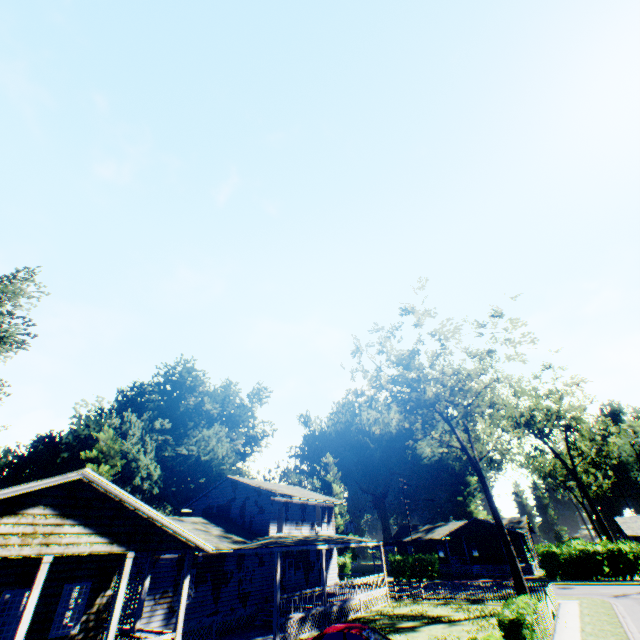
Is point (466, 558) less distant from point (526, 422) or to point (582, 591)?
point (526, 422)

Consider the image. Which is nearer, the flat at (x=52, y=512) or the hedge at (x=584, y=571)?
the flat at (x=52, y=512)

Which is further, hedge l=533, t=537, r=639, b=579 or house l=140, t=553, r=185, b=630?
hedge l=533, t=537, r=639, b=579

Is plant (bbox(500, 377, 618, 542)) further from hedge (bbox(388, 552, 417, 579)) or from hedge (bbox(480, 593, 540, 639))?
hedge (bbox(480, 593, 540, 639))

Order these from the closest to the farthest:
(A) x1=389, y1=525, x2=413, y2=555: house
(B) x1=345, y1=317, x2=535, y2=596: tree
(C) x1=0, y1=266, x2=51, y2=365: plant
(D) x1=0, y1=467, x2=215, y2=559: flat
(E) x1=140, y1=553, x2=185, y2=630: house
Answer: (D) x1=0, y1=467, x2=215, y2=559: flat, (E) x1=140, y1=553, x2=185, y2=630: house, (B) x1=345, y1=317, x2=535, y2=596: tree, (C) x1=0, y1=266, x2=51, y2=365: plant, (A) x1=389, y1=525, x2=413, y2=555: house

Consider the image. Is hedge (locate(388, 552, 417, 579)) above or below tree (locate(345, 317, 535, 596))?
below

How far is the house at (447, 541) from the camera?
44.78m

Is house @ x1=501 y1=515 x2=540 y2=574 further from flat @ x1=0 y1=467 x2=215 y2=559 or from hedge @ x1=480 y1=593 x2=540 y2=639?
flat @ x1=0 y1=467 x2=215 y2=559
